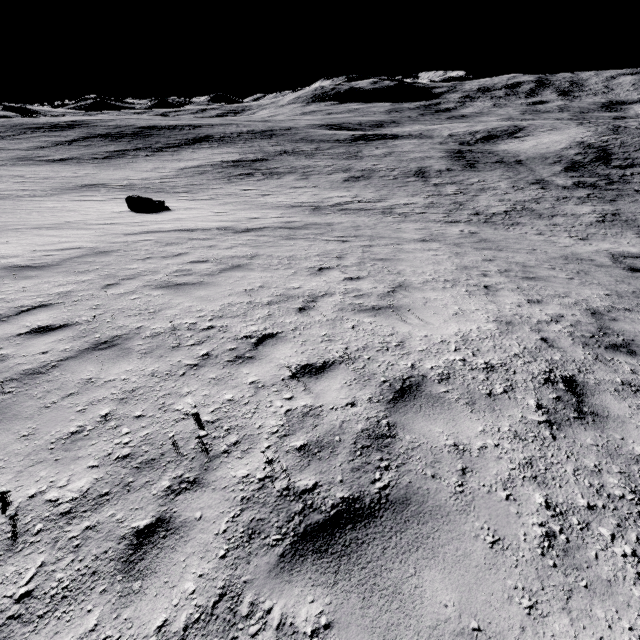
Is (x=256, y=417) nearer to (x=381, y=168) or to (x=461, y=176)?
(x=461, y=176)

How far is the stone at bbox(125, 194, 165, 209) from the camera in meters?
17.3 m

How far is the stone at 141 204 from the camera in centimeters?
1733cm
